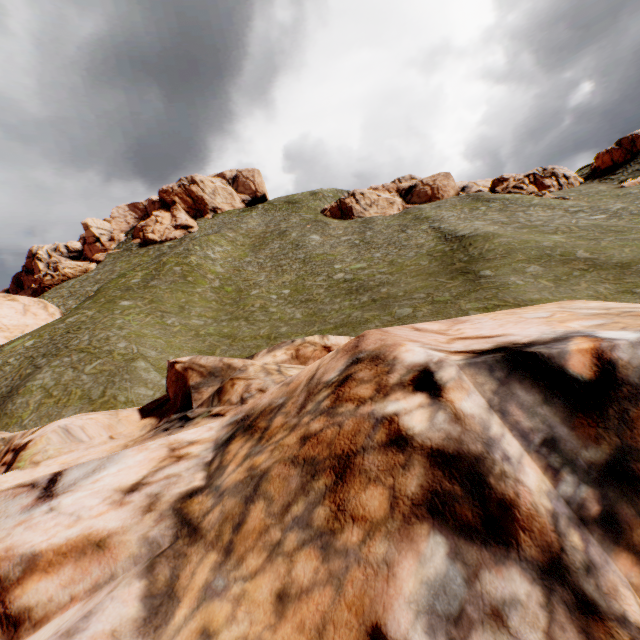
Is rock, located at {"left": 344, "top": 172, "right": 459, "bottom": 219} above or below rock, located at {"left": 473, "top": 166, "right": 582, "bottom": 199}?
above

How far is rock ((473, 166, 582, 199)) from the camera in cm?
4553

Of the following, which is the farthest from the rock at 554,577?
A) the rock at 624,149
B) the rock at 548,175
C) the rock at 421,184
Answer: the rock at 548,175

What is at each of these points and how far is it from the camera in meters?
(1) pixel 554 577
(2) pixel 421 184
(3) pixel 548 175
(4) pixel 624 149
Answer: (1) rock, 2.1
(2) rock, 59.0
(3) rock, 50.8
(4) rock, 47.9

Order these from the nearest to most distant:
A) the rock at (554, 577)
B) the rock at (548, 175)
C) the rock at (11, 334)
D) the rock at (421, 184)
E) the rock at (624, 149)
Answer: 1. the rock at (554, 577)
2. the rock at (11, 334)
3. the rock at (548, 175)
4. the rock at (624, 149)
5. the rock at (421, 184)

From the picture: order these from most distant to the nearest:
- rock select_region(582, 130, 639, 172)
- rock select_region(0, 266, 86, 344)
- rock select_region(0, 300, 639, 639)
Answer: rock select_region(582, 130, 639, 172)
rock select_region(0, 266, 86, 344)
rock select_region(0, 300, 639, 639)

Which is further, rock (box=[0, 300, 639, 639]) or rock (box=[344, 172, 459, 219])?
rock (box=[344, 172, 459, 219])

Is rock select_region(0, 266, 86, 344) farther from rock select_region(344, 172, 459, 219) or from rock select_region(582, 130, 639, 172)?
rock select_region(344, 172, 459, 219)
